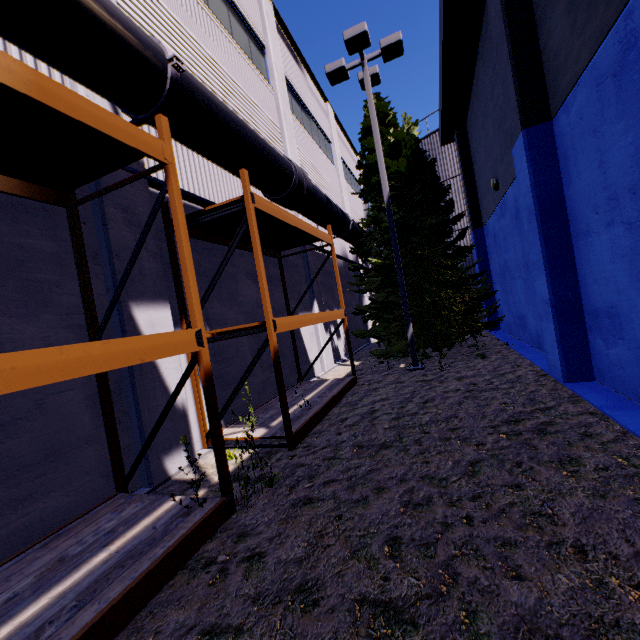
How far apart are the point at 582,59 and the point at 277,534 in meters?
7.6 m

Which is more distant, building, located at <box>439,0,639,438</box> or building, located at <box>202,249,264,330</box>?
building, located at <box>202,249,264,330</box>

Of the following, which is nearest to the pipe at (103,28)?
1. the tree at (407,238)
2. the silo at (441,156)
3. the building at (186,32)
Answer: the building at (186,32)

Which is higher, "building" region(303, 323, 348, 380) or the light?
the light

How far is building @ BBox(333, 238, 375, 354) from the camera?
16.9m

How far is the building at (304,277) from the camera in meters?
10.8

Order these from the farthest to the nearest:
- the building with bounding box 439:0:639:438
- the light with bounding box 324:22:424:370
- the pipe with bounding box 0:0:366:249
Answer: the light with bounding box 324:22:424:370, the building with bounding box 439:0:639:438, the pipe with bounding box 0:0:366:249
